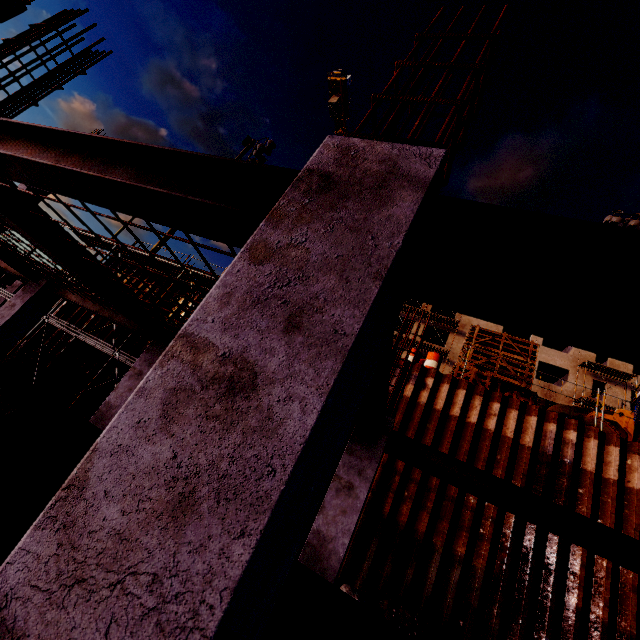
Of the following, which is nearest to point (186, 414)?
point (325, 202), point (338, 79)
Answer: Answer: point (325, 202)

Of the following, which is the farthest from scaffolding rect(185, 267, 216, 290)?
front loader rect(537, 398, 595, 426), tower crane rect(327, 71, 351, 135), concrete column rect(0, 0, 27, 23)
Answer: tower crane rect(327, 71, 351, 135)

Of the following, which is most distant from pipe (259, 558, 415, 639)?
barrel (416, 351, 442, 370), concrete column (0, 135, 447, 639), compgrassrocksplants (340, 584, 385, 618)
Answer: barrel (416, 351, 442, 370)

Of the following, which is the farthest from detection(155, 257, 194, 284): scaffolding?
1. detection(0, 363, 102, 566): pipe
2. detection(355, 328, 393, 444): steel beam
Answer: detection(0, 363, 102, 566): pipe

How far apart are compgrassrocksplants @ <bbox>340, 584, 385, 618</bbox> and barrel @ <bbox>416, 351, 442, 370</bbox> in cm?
675

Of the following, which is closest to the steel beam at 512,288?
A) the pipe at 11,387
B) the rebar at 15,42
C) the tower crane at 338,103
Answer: the pipe at 11,387

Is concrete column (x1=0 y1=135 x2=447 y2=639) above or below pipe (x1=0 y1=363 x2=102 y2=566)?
above

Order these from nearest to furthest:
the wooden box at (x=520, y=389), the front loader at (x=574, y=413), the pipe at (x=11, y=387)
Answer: the pipe at (x=11, y=387) → the wooden box at (x=520, y=389) → the front loader at (x=574, y=413)
